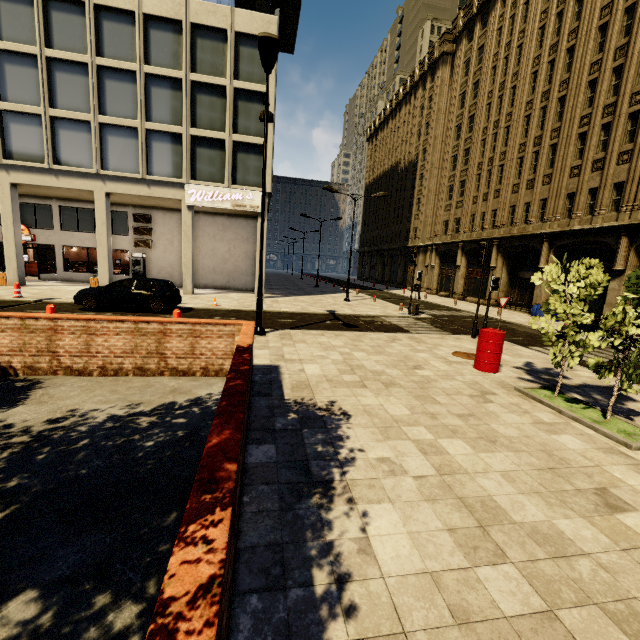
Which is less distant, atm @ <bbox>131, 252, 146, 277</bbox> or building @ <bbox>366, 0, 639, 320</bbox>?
building @ <bbox>366, 0, 639, 320</bbox>

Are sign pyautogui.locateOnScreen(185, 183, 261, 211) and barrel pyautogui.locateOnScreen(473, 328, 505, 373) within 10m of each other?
no

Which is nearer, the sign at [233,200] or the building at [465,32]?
the building at [465,32]

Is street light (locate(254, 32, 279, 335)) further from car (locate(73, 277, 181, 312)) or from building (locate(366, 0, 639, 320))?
building (locate(366, 0, 639, 320))

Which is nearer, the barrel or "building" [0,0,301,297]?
the barrel

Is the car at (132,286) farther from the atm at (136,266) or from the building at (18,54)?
the atm at (136,266)

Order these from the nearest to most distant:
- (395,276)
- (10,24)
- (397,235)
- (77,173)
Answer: (10,24) < (77,173) < (397,235) < (395,276)

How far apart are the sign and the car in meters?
7.3 m
